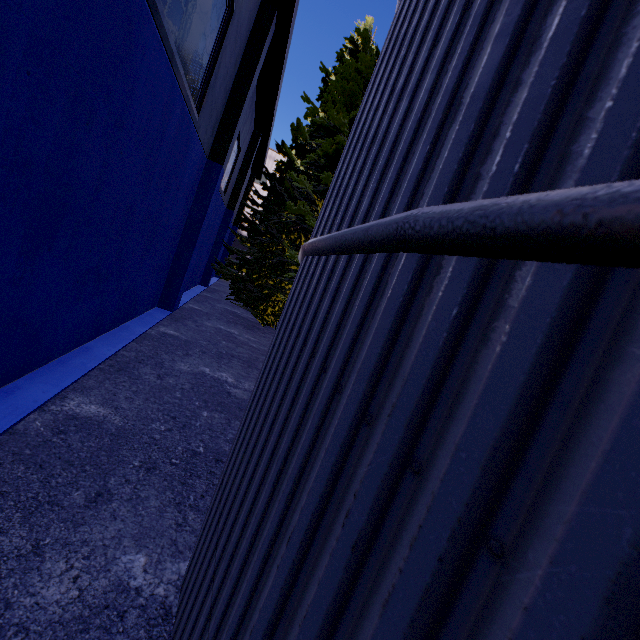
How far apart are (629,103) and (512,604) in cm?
76

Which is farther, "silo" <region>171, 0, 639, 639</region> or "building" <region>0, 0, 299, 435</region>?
"building" <region>0, 0, 299, 435</region>

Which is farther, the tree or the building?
the tree

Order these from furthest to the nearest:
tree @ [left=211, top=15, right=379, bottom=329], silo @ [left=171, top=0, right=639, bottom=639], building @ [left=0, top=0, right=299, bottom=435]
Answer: tree @ [left=211, top=15, right=379, bottom=329] < building @ [left=0, top=0, right=299, bottom=435] < silo @ [left=171, top=0, right=639, bottom=639]

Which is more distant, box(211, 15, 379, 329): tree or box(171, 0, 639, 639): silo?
box(211, 15, 379, 329): tree

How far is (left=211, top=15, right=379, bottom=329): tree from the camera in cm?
1283

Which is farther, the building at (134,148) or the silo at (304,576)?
the building at (134,148)

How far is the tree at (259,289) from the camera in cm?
1283
